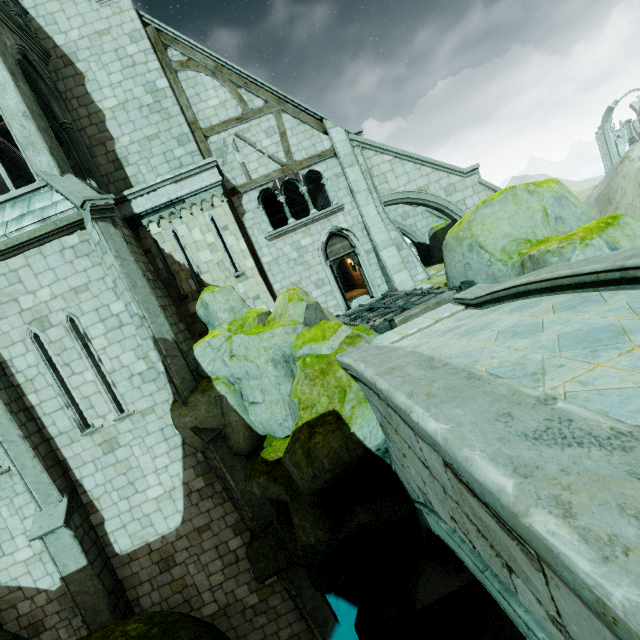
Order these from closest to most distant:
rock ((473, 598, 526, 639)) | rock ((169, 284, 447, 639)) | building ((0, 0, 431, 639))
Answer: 1. rock ((169, 284, 447, 639))
2. rock ((473, 598, 526, 639))
3. building ((0, 0, 431, 639))

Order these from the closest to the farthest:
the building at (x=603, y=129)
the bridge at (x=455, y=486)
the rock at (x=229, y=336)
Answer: the bridge at (x=455, y=486), the rock at (x=229, y=336), the building at (x=603, y=129)

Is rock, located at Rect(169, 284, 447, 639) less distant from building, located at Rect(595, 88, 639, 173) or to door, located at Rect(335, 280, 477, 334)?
door, located at Rect(335, 280, 477, 334)

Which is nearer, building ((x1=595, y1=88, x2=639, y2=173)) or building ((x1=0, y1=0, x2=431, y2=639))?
building ((x1=0, y1=0, x2=431, y2=639))

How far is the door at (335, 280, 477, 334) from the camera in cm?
820

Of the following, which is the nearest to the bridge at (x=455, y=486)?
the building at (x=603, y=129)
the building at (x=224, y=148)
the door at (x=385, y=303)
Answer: the door at (x=385, y=303)

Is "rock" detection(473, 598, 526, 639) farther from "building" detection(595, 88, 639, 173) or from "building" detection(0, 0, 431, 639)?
"building" detection(595, 88, 639, 173)

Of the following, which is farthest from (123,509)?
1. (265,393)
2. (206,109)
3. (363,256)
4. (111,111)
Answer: (206,109)
